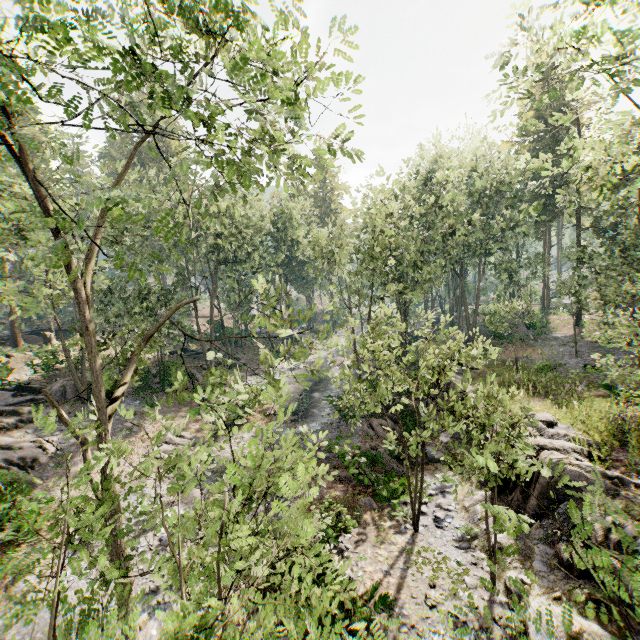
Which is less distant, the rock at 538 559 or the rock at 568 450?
the rock at 538 559

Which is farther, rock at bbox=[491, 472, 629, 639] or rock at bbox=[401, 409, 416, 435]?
rock at bbox=[401, 409, 416, 435]

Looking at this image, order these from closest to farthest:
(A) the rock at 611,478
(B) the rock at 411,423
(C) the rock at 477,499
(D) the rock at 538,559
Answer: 1. (D) the rock at 538,559
2. (A) the rock at 611,478
3. (C) the rock at 477,499
4. (B) the rock at 411,423

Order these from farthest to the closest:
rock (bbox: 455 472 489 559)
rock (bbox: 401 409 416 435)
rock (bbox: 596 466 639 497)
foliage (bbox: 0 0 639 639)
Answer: rock (bbox: 401 409 416 435)
rock (bbox: 455 472 489 559)
rock (bbox: 596 466 639 497)
foliage (bbox: 0 0 639 639)

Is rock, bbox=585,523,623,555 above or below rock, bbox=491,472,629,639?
above

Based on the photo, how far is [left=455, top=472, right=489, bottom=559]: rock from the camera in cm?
1233

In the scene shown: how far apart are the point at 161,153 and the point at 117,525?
6.1m
